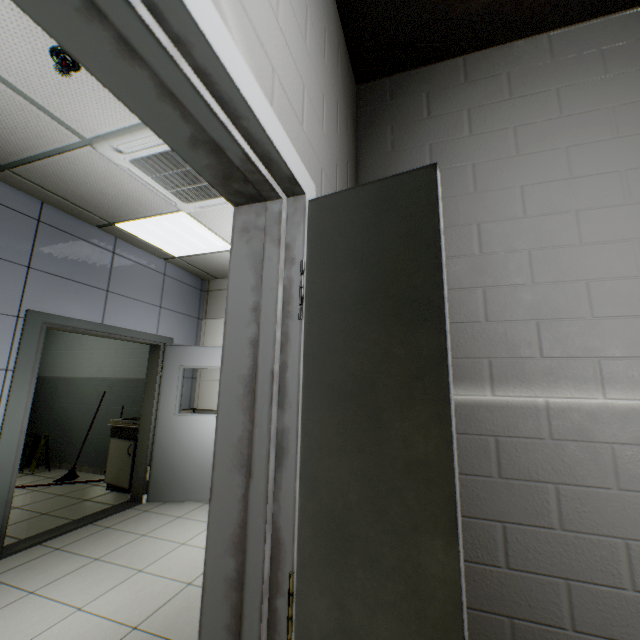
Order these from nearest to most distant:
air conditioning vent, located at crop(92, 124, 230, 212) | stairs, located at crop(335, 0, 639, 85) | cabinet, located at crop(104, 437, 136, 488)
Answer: stairs, located at crop(335, 0, 639, 85) → air conditioning vent, located at crop(92, 124, 230, 212) → cabinet, located at crop(104, 437, 136, 488)

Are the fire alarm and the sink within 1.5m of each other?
no

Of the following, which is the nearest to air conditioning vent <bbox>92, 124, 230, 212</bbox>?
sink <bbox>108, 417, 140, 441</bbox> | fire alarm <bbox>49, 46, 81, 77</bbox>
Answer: fire alarm <bbox>49, 46, 81, 77</bbox>

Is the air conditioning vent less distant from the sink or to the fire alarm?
the fire alarm

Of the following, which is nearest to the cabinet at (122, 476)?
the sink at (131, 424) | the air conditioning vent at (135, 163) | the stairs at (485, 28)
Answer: the sink at (131, 424)

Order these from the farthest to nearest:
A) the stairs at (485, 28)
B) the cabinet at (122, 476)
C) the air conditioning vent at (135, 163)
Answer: the cabinet at (122, 476), the air conditioning vent at (135, 163), the stairs at (485, 28)

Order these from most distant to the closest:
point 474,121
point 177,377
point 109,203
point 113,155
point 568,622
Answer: point 177,377 < point 109,203 < point 113,155 < point 474,121 < point 568,622

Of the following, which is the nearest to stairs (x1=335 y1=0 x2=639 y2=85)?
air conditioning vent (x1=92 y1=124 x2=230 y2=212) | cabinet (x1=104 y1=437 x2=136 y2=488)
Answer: air conditioning vent (x1=92 y1=124 x2=230 y2=212)
